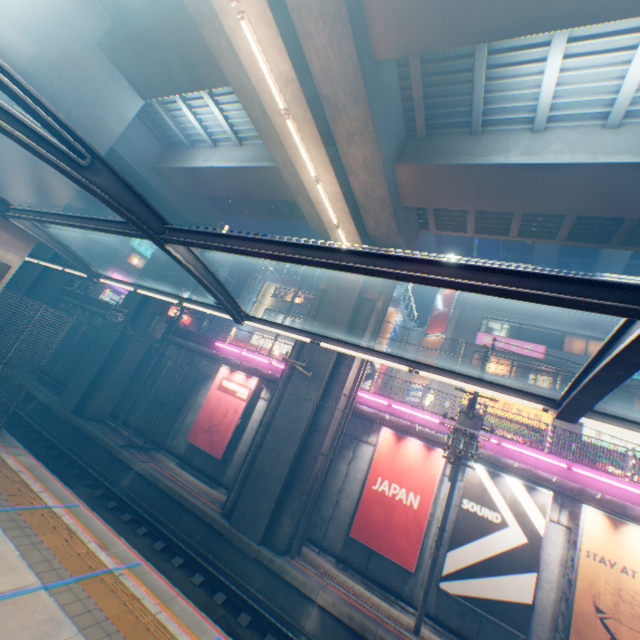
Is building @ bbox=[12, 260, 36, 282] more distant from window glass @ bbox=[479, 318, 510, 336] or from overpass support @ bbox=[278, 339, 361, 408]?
window glass @ bbox=[479, 318, 510, 336]

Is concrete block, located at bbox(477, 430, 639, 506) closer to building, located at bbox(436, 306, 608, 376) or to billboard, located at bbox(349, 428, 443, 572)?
billboard, located at bbox(349, 428, 443, 572)

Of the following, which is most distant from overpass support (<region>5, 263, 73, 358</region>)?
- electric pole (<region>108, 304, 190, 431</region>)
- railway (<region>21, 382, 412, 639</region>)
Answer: electric pole (<region>108, 304, 190, 431</region>)

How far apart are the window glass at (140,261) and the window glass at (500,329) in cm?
3665

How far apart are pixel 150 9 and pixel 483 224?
15.1m

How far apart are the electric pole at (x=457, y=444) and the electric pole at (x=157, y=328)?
15.7 meters

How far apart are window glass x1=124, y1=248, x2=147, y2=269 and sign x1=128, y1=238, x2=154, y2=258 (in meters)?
0.47

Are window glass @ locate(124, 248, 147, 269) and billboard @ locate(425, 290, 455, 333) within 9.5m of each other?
no
